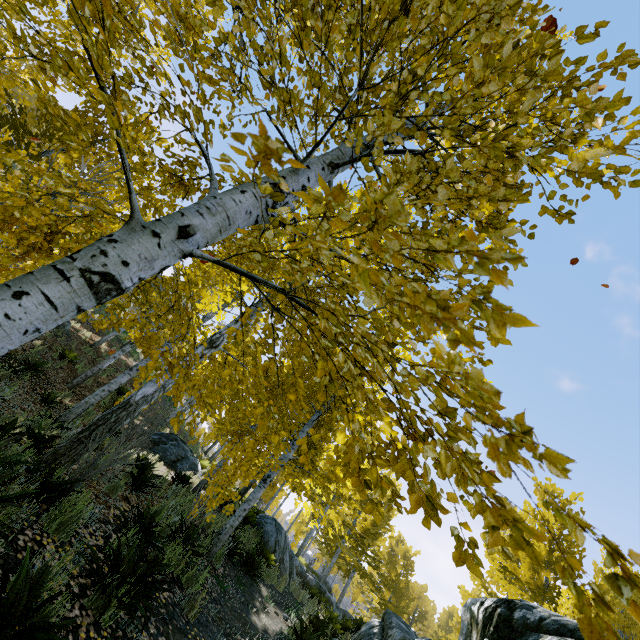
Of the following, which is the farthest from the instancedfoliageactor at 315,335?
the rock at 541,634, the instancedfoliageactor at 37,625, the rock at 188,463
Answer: the rock at 188,463

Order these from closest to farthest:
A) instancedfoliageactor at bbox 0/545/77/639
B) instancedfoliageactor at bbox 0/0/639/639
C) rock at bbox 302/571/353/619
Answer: instancedfoliageactor at bbox 0/0/639/639
instancedfoliageactor at bbox 0/545/77/639
rock at bbox 302/571/353/619

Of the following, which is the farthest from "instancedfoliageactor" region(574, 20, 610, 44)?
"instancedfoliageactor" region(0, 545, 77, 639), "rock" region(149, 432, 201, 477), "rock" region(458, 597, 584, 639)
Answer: "rock" region(149, 432, 201, 477)

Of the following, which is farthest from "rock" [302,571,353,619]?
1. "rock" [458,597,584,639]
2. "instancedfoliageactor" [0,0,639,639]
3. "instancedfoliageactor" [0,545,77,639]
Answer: "instancedfoliageactor" [0,545,77,639]

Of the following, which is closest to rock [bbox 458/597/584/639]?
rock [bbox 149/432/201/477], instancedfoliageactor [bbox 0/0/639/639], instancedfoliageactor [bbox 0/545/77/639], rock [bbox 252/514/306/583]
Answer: instancedfoliageactor [bbox 0/0/639/639]

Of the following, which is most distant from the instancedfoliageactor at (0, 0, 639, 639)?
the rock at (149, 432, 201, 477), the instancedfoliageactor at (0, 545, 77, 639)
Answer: the rock at (149, 432, 201, 477)

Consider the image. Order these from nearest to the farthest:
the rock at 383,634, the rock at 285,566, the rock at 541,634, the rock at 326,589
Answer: the rock at 541,634, the rock at 383,634, the rock at 285,566, the rock at 326,589

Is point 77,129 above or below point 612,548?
above
